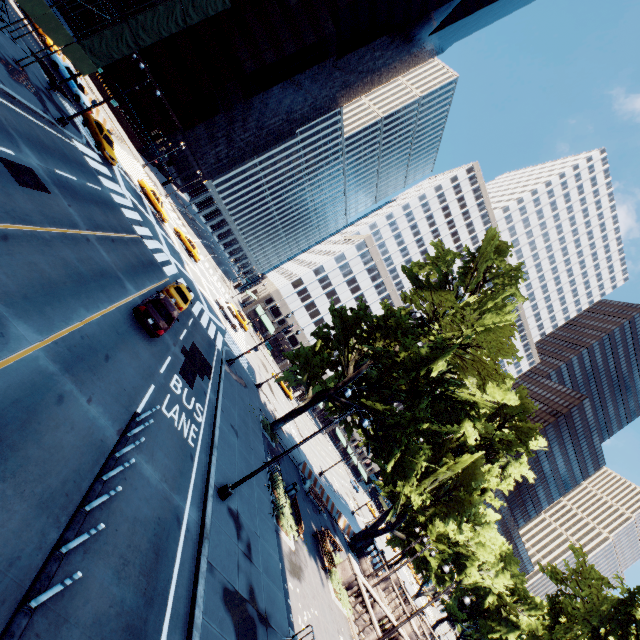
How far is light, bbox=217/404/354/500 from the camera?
13.7 meters

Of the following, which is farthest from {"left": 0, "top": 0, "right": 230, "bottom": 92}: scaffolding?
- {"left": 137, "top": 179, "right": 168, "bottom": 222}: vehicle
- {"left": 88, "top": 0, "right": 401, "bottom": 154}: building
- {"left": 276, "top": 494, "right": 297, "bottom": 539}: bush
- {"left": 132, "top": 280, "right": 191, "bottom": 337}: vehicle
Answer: {"left": 88, "top": 0, "right": 401, "bottom": 154}: building

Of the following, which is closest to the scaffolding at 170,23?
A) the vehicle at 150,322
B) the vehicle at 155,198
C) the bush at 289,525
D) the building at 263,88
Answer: the vehicle at 155,198

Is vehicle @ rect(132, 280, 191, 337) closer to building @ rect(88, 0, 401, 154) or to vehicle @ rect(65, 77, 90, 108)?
vehicle @ rect(65, 77, 90, 108)

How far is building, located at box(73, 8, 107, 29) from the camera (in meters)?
47.73

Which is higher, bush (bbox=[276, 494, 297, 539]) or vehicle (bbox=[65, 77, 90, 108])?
vehicle (bbox=[65, 77, 90, 108])

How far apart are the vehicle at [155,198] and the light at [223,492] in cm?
3404

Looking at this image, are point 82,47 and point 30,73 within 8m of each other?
yes
